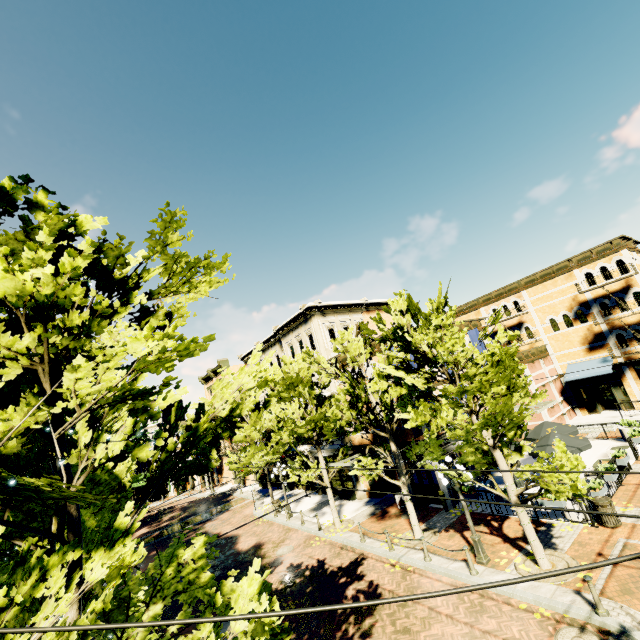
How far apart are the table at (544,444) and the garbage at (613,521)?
2.5 meters

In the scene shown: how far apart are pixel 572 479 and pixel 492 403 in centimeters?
292cm

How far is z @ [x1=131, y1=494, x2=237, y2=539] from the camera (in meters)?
30.28

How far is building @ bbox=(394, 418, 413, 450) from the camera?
18.6m

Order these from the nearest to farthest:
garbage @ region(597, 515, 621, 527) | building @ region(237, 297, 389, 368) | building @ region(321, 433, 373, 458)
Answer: garbage @ region(597, 515, 621, 527) < building @ region(321, 433, 373, 458) < building @ region(237, 297, 389, 368)

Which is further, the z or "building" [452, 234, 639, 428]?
the z

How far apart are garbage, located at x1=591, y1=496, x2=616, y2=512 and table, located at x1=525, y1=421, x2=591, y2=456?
2.45m

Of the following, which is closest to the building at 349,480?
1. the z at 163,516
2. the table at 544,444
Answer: the z at 163,516
